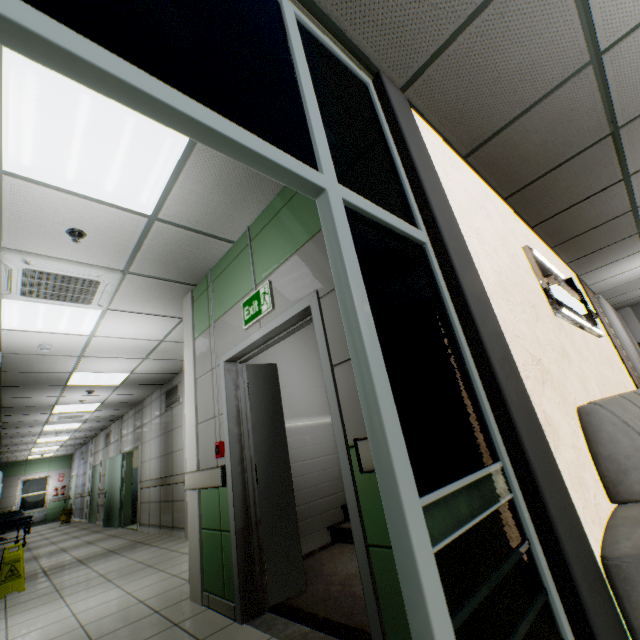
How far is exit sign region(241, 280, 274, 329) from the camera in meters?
2.7 m

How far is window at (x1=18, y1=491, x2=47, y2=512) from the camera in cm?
1664

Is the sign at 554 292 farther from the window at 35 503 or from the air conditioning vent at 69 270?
the window at 35 503

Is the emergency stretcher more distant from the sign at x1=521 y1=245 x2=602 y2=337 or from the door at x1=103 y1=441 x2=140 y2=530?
the sign at x1=521 y1=245 x2=602 y2=337

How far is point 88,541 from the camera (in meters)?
8.02

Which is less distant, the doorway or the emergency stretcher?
the doorway

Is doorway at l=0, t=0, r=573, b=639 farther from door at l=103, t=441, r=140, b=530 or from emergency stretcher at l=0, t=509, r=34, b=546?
emergency stretcher at l=0, t=509, r=34, b=546

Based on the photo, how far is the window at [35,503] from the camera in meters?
16.6 m
